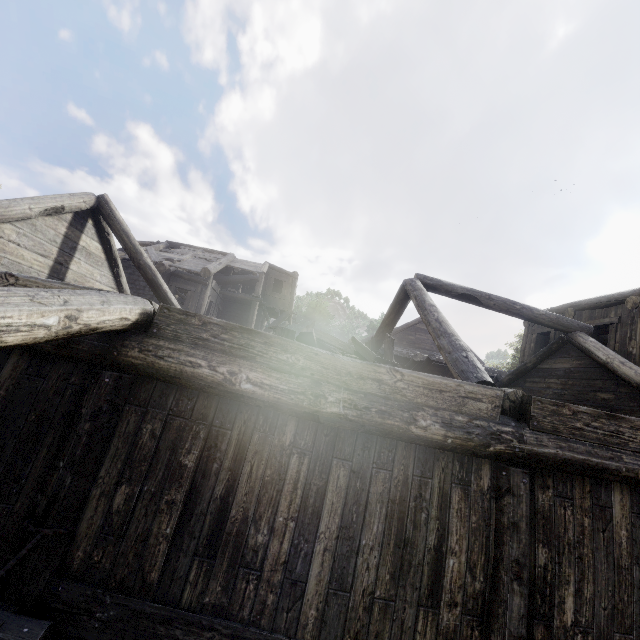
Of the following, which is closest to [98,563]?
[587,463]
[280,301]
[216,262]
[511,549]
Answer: [511,549]

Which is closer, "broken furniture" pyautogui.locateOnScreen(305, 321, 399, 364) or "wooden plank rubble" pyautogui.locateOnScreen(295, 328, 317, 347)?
"wooden plank rubble" pyautogui.locateOnScreen(295, 328, 317, 347)

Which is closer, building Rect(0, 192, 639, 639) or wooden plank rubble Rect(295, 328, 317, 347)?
building Rect(0, 192, 639, 639)

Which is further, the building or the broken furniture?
the broken furniture

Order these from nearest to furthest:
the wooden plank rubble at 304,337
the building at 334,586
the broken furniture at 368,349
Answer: the building at 334,586 < the wooden plank rubble at 304,337 < the broken furniture at 368,349

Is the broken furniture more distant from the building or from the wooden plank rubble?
the building

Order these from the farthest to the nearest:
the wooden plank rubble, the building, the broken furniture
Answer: the broken furniture → the wooden plank rubble → the building

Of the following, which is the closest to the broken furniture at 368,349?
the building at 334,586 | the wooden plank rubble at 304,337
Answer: the wooden plank rubble at 304,337
